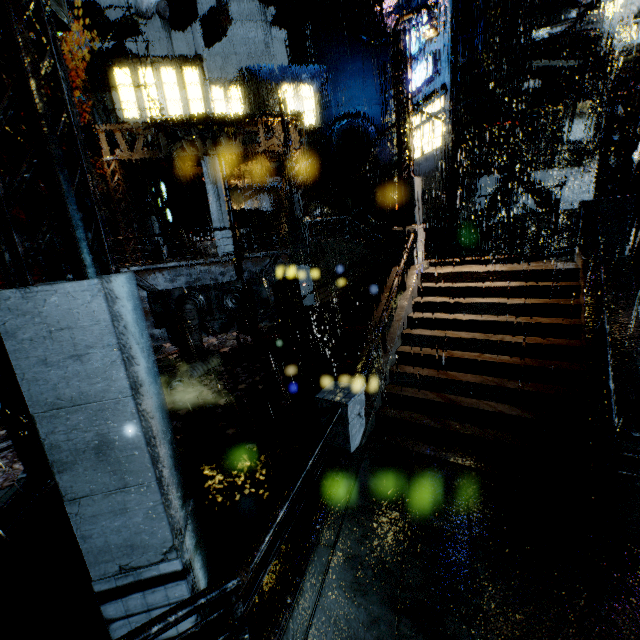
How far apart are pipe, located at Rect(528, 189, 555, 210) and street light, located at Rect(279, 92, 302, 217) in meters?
13.0 m

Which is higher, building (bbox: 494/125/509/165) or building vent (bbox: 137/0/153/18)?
building vent (bbox: 137/0/153/18)

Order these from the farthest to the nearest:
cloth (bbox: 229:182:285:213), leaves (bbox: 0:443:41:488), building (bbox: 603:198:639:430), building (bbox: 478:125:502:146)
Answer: cloth (bbox: 229:182:285:213) < building (bbox: 478:125:502:146) < leaves (bbox: 0:443:41:488) < building (bbox: 603:198:639:430)

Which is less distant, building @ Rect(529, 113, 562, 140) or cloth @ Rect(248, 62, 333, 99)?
building @ Rect(529, 113, 562, 140)

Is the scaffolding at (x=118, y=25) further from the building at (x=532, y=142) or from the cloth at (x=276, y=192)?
the cloth at (x=276, y=192)

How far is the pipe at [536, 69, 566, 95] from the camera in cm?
1595

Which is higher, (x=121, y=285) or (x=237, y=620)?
(x=121, y=285)

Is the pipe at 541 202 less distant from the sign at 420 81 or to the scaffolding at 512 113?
the scaffolding at 512 113
